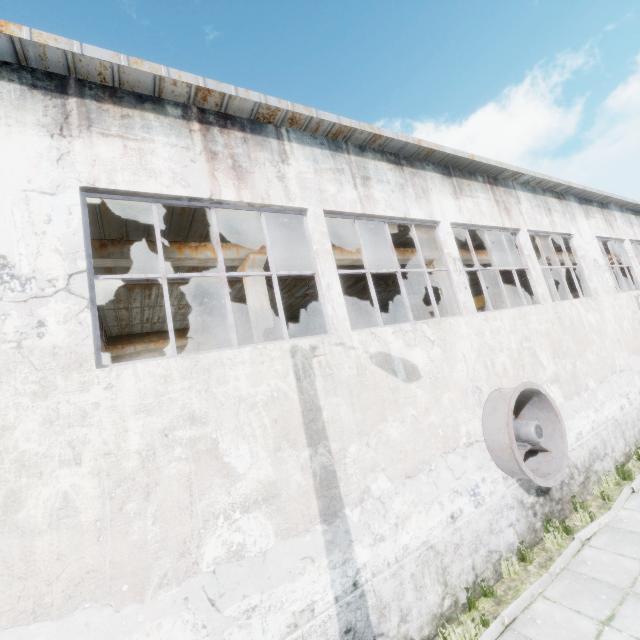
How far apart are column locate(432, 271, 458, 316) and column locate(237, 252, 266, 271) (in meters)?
7.47

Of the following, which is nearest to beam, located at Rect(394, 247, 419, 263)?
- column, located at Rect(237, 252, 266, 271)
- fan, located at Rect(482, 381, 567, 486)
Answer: column, located at Rect(237, 252, 266, 271)

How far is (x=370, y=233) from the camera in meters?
13.4 m

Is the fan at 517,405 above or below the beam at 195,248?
below

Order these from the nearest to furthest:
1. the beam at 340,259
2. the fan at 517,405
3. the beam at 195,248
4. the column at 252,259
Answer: the fan at 517,405, the beam at 195,248, the column at 252,259, the beam at 340,259

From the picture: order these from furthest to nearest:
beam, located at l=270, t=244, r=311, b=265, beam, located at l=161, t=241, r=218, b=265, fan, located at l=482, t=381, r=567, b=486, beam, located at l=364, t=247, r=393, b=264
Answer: beam, located at l=364, t=247, r=393, b=264 → beam, located at l=270, t=244, r=311, b=265 → beam, located at l=161, t=241, r=218, b=265 → fan, located at l=482, t=381, r=567, b=486

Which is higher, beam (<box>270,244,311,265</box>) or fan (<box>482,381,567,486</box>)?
beam (<box>270,244,311,265</box>)

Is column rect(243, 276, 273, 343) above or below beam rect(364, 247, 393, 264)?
below
